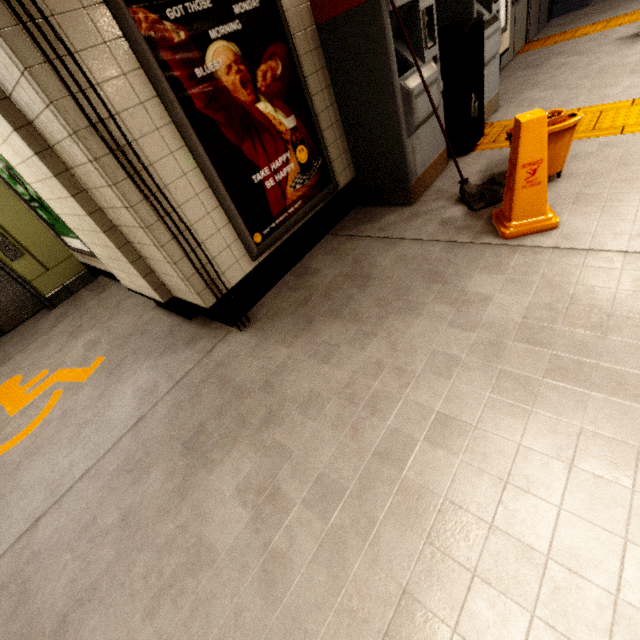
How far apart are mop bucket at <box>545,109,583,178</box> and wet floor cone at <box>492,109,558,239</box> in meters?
0.4 m

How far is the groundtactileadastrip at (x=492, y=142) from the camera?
3.7 meters

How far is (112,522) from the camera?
1.85m

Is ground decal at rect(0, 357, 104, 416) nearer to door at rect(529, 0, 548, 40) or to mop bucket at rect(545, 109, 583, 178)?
mop bucket at rect(545, 109, 583, 178)

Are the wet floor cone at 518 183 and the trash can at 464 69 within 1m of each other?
no

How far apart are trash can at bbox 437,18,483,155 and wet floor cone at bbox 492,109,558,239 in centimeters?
151cm

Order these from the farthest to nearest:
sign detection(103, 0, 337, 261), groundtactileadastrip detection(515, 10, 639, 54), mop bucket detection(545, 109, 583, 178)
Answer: groundtactileadastrip detection(515, 10, 639, 54) → mop bucket detection(545, 109, 583, 178) → sign detection(103, 0, 337, 261)

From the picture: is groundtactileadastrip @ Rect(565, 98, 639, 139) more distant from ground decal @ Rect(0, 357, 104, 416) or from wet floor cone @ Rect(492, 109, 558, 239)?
ground decal @ Rect(0, 357, 104, 416)
